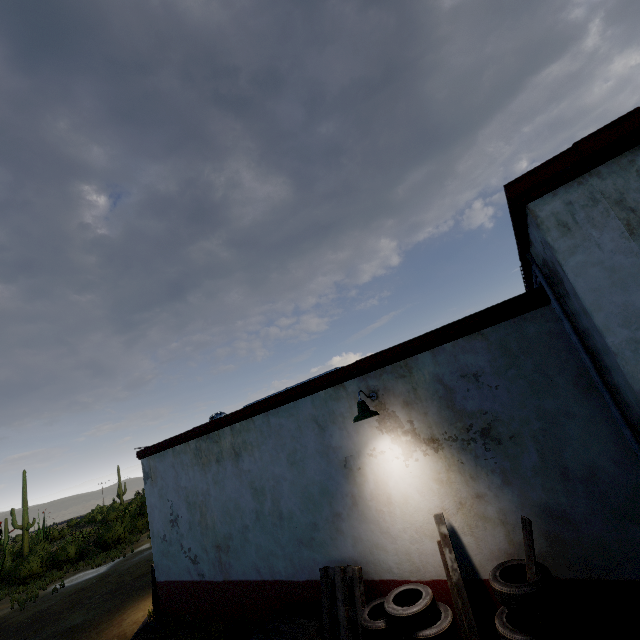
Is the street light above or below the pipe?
below

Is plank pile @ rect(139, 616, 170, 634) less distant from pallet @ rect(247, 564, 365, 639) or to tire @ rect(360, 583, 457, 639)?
pallet @ rect(247, 564, 365, 639)

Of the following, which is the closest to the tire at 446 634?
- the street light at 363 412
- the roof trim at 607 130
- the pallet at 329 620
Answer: the pallet at 329 620

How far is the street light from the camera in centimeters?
487cm

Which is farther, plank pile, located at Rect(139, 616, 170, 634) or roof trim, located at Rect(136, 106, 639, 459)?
plank pile, located at Rect(139, 616, 170, 634)

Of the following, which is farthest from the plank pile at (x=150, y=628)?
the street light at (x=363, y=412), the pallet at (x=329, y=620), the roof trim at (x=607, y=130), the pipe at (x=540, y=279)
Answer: the pipe at (x=540, y=279)

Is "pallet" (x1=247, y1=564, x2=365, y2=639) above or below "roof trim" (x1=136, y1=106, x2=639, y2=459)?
below

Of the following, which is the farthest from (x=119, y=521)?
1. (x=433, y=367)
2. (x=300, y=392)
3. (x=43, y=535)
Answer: (x=433, y=367)
